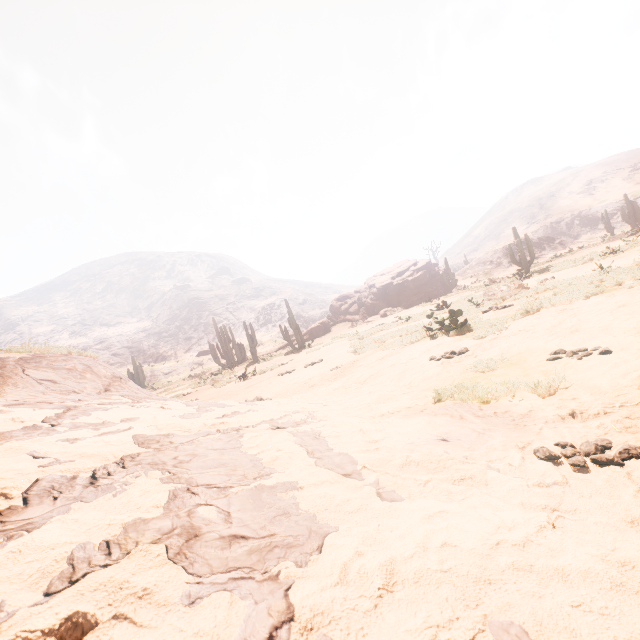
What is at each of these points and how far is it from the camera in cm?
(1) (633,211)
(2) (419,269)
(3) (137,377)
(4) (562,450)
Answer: (1) instancedfoliageactor, 3141
(2) rock, 3250
(3) instancedfoliageactor, 3325
(4) z, 183

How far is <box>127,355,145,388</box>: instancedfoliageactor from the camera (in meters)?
32.88

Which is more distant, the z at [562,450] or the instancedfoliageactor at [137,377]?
the instancedfoliageactor at [137,377]

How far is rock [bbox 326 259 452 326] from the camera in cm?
3048

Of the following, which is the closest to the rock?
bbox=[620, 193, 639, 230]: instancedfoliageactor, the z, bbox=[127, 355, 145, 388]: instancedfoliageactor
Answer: the z

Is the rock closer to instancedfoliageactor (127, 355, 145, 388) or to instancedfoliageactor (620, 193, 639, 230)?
instancedfoliageactor (620, 193, 639, 230)

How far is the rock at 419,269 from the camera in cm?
3048
